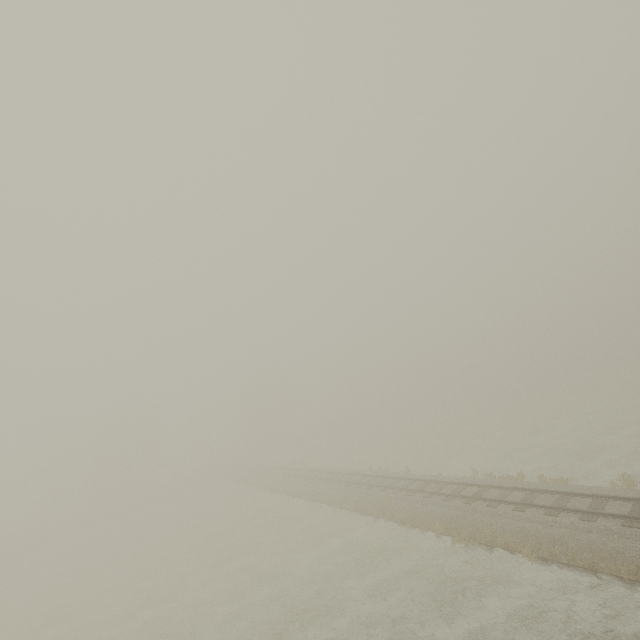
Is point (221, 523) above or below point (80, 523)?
below
